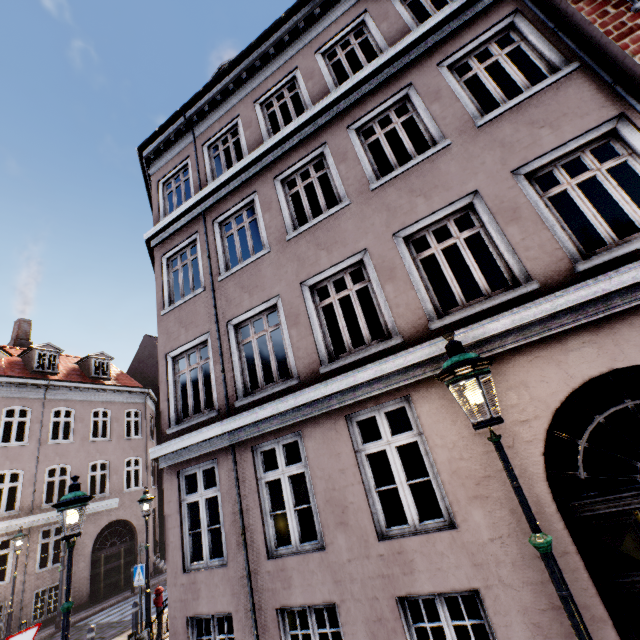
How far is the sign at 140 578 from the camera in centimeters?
930cm

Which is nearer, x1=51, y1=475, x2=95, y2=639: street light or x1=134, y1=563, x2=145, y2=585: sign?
x1=51, y1=475, x2=95, y2=639: street light

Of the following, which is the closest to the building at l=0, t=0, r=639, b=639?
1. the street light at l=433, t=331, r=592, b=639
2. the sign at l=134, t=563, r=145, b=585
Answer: the street light at l=433, t=331, r=592, b=639

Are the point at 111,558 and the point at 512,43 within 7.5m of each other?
no

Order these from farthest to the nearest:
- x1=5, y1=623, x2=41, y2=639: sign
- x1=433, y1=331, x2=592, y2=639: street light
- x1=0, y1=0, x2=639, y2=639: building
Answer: x1=5, y1=623, x2=41, y2=639: sign < x1=0, y1=0, x2=639, y2=639: building < x1=433, y1=331, x2=592, y2=639: street light

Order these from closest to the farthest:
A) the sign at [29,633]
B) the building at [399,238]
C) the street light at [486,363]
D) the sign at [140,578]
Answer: the street light at [486,363] < the building at [399,238] < the sign at [29,633] < the sign at [140,578]

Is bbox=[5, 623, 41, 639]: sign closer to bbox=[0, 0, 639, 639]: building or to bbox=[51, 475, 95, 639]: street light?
bbox=[0, 0, 639, 639]: building
